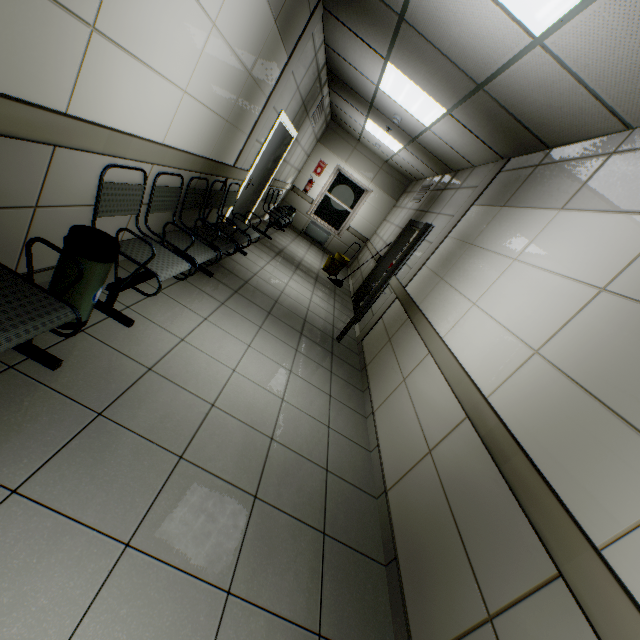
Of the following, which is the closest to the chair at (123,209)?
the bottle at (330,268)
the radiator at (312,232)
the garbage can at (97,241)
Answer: the garbage can at (97,241)

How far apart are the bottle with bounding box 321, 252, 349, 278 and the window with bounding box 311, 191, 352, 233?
2.42m

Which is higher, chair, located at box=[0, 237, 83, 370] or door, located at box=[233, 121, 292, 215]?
door, located at box=[233, 121, 292, 215]

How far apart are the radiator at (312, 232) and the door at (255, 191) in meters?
3.7 m

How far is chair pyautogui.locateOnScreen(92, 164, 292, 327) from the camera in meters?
2.3 m

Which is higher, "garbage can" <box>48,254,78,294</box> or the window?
the window

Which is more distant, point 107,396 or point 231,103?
point 231,103

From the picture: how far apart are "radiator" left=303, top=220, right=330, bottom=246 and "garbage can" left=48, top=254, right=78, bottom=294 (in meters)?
8.73
